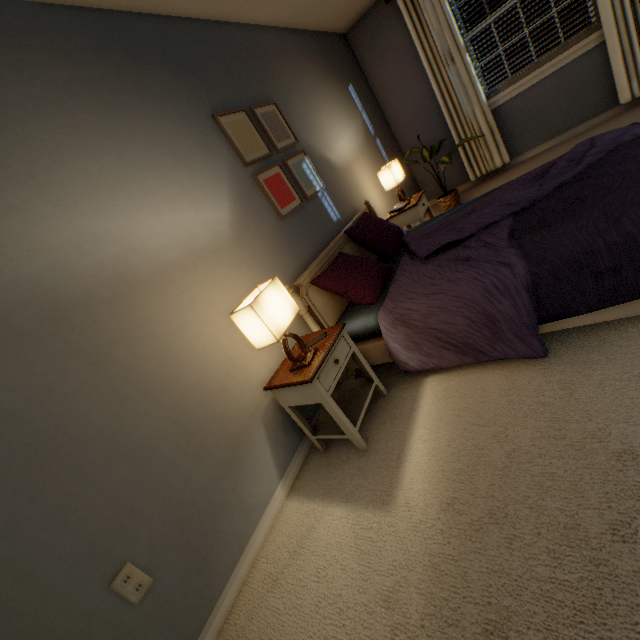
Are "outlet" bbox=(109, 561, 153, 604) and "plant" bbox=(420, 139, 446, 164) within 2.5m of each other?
no

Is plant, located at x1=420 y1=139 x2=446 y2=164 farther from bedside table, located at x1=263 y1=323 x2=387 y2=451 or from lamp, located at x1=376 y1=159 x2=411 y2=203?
bedside table, located at x1=263 y1=323 x2=387 y2=451

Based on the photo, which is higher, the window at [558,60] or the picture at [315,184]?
the picture at [315,184]

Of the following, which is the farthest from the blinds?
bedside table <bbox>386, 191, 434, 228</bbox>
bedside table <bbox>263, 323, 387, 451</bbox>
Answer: bedside table <bbox>263, 323, 387, 451</bbox>

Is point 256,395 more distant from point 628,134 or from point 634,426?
point 628,134

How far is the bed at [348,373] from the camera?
2.1m

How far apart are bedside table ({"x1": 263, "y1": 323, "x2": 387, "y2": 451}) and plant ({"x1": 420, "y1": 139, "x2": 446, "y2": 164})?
3.1 meters

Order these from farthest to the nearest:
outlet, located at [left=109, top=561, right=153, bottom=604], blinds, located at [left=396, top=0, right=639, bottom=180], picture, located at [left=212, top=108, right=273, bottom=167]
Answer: blinds, located at [left=396, top=0, right=639, bottom=180], picture, located at [left=212, top=108, right=273, bottom=167], outlet, located at [left=109, top=561, right=153, bottom=604]
